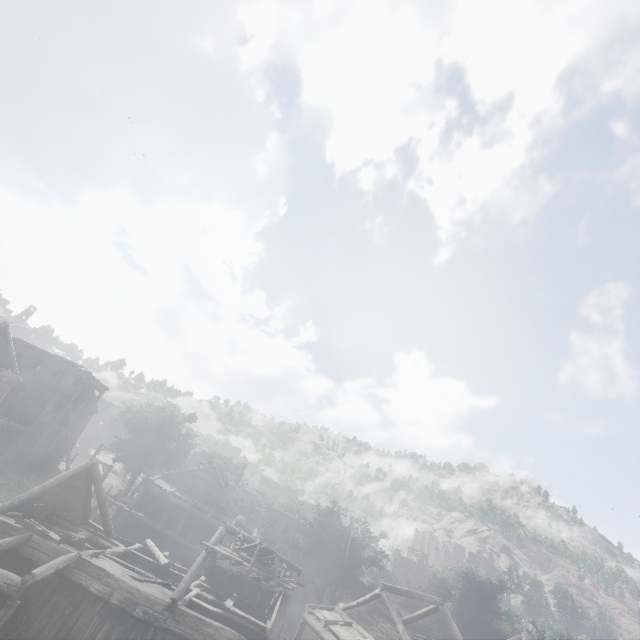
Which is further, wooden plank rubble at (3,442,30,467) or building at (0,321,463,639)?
wooden plank rubble at (3,442,30,467)

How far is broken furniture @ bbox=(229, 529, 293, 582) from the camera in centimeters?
1600cm

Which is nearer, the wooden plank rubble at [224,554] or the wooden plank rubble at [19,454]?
the wooden plank rubble at [224,554]

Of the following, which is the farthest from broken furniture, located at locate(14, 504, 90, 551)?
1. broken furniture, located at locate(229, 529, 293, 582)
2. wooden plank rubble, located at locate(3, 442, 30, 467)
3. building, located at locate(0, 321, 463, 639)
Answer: wooden plank rubble, located at locate(3, 442, 30, 467)

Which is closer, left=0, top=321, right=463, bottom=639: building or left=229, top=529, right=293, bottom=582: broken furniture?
left=0, top=321, right=463, bottom=639: building

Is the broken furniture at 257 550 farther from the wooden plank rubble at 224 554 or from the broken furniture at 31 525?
the broken furniture at 31 525

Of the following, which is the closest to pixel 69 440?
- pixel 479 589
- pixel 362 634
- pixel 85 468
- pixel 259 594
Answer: pixel 85 468

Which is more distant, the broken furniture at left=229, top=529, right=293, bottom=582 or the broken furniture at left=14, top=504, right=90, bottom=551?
the broken furniture at left=229, top=529, right=293, bottom=582
